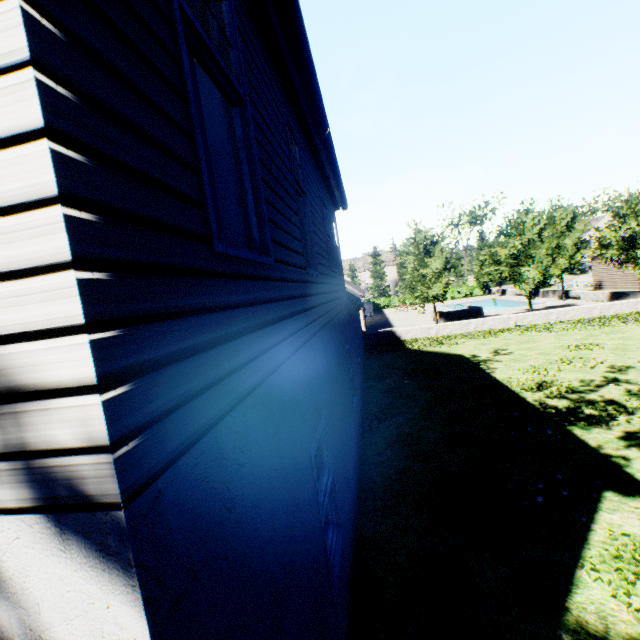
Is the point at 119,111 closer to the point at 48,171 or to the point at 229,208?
the point at 48,171

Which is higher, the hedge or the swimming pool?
the hedge

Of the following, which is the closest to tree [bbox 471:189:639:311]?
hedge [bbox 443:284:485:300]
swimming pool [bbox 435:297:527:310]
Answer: swimming pool [bbox 435:297:527:310]

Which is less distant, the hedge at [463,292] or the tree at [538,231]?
the tree at [538,231]

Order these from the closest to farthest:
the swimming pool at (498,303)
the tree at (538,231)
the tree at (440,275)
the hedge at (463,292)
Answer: the tree at (538,231) < the tree at (440,275) < the swimming pool at (498,303) < the hedge at (463,292)

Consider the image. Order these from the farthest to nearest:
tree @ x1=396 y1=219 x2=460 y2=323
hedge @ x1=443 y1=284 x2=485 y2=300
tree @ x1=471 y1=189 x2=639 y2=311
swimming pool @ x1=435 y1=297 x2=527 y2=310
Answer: hedge @ x1=443 y1=284 x2=485 y2=300, swimming pool @ x1=435 y1=297 x2=527 y2=310, tree @ x1=396 y1=219 x2=460 y2=323, tree @ x1=471 y1=189 x2=639 y2=311
